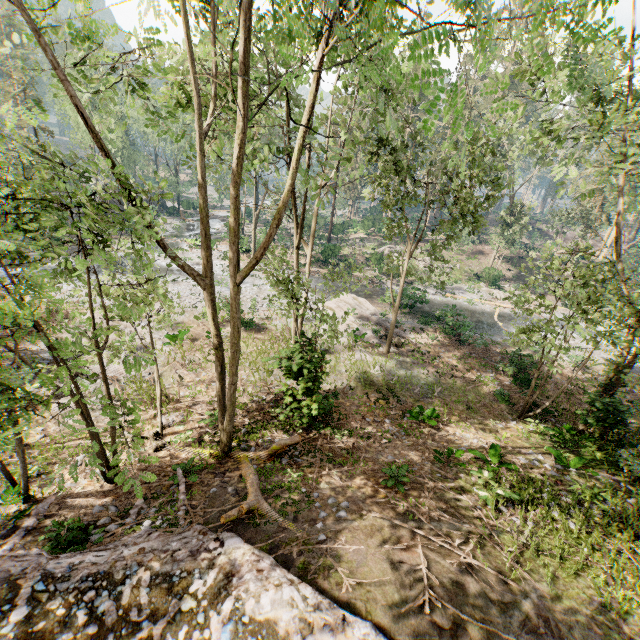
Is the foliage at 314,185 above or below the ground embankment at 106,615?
above

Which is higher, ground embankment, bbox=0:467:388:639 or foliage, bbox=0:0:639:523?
foliage, bbox=0:0:639:523

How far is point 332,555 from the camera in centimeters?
696cm
